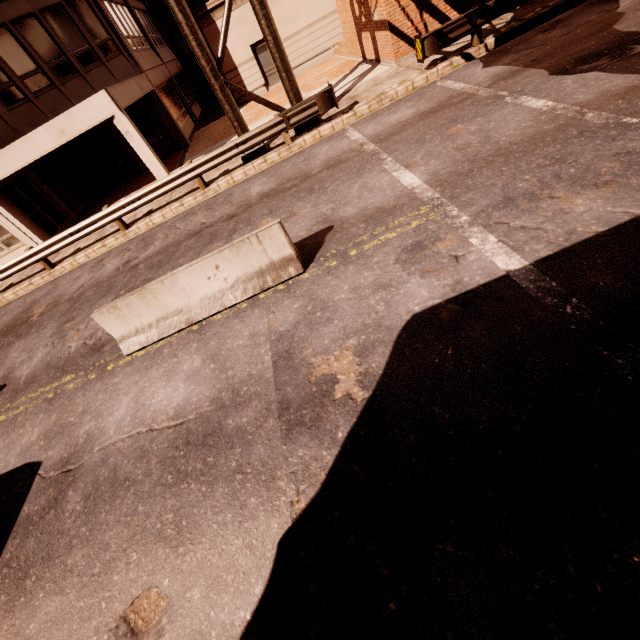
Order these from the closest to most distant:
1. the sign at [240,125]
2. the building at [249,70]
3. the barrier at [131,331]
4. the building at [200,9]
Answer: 1. the barrier at [131,331]
2. the sign at [240,125]
3. the building at [200,9]
4. the building at [249,70]

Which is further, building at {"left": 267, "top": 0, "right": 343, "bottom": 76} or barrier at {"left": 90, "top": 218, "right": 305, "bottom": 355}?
building at {"left": 267, "top": 0, "right": 343, "bottom": 76}

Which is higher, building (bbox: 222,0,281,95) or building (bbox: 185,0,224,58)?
building (bbox: 185,0,224,58)

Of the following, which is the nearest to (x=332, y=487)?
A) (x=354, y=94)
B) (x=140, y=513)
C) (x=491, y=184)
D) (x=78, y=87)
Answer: (x=140, y=513)

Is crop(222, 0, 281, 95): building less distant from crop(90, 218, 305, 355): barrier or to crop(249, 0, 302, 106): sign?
crop(249, 0, 302, 106): sign

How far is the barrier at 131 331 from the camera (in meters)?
5.75

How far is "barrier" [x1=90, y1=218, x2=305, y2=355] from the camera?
5.8 meters
